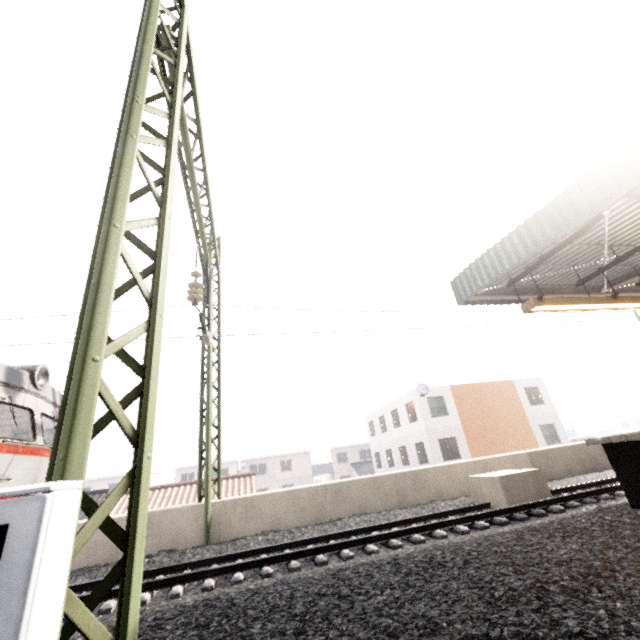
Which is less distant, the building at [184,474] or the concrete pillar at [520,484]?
the concrete pillar at [520,484]

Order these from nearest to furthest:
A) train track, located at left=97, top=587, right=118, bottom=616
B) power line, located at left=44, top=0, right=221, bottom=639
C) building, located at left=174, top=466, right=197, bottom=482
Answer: power line, located at left=44, top=0, right=221, bottom=639 → train track, located at left=97, top=587, right=118, bottom=616 → building, located at left=174, top=466, right=197, bottom=482

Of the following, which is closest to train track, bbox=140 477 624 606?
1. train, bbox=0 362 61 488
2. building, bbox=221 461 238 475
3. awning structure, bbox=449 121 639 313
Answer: train, bbox=0 362 61 488

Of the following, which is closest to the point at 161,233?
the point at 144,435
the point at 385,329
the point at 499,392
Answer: the point at 144,435

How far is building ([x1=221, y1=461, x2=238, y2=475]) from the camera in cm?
4106

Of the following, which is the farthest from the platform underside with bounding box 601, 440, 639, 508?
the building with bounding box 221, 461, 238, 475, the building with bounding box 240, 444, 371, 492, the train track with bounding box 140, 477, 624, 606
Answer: the building with bounding box 221, 461, 238, 475

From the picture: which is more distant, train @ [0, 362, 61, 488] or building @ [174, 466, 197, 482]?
building @ [174, 466, 197, 482]

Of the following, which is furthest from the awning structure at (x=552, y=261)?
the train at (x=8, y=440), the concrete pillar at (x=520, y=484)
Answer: the train at (x=8, y=440)
